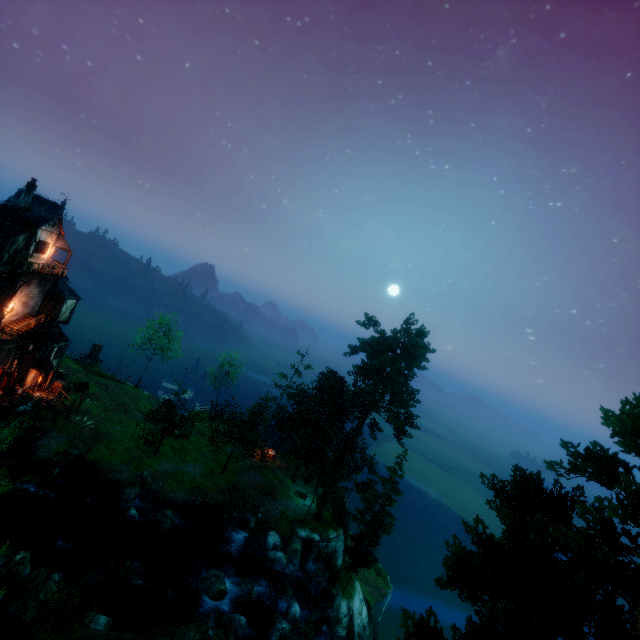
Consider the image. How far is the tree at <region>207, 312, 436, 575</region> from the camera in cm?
3522

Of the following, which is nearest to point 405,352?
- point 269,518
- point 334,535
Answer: point 334,535

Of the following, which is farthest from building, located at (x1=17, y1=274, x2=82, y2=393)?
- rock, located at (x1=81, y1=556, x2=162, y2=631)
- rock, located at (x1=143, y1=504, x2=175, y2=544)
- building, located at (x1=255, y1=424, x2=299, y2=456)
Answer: building, located at (x1=255, y1=424, x2=299, y2=456)

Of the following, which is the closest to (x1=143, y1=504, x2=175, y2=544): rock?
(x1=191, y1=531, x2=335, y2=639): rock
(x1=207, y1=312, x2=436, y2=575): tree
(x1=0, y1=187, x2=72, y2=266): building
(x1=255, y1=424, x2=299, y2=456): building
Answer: (x1=191, y1=531, x2=335, y2=639): rock

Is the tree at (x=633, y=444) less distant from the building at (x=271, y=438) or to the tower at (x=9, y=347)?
the building at (x=271, y=438)

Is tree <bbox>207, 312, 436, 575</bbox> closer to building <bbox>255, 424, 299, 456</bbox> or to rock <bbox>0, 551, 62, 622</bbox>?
building <bbox>255, 424, 299, 456</bbox>

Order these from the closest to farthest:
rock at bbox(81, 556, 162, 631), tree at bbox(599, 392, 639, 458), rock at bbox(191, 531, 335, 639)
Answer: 1. tree at bbox(599, 392, 639, 458)
2. rock at bbox(81, 556, 162, 631)
3. rock at bbox(191, 531, 335, 639)

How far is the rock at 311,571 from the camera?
32.0m
